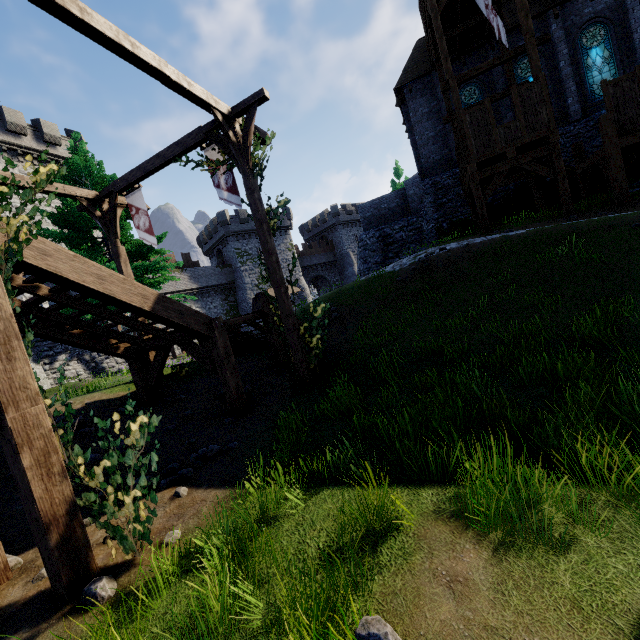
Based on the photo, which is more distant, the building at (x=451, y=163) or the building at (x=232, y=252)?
the building at (x=232, y=252)

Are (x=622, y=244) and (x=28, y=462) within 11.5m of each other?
no

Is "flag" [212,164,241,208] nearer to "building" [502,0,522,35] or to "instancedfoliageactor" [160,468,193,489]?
"instancedfoliageactor" [160,468,193,489]

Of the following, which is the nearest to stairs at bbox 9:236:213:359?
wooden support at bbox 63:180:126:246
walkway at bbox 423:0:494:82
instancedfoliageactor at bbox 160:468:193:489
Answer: instancedfoliageactor at bbox 160:468:193:489

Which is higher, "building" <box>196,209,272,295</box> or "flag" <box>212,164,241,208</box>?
"building" <box>196,209,272,295</box>

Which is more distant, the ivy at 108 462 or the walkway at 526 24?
the walkway at 526 24

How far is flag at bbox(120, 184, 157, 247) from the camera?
11.0m

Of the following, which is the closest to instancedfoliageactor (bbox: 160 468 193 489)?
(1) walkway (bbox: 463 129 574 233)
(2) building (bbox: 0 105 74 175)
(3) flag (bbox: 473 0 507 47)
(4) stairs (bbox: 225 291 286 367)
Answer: (4) stairs (bbox: 225 291 286 367)
